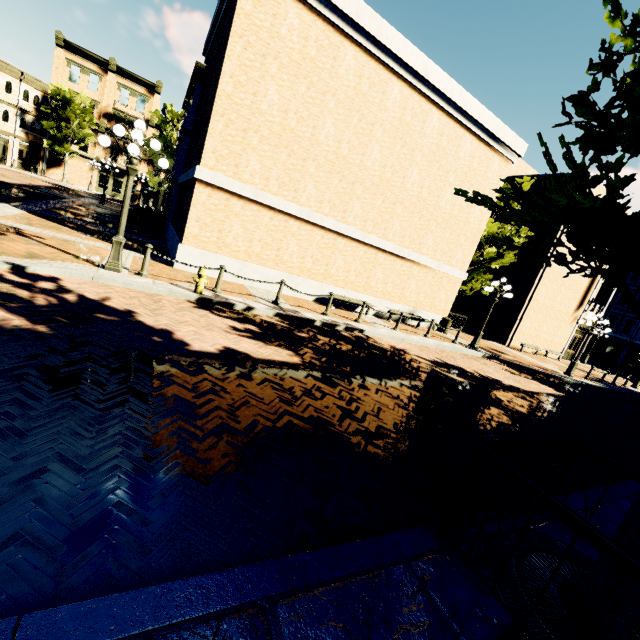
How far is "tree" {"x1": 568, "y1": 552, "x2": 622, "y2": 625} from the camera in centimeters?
257cm

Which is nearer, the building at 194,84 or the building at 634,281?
the building at 194,84

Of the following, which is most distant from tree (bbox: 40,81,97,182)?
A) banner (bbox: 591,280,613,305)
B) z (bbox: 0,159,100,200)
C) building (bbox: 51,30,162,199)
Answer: banner (bbox: 591,280,613,305)

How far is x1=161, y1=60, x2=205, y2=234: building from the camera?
18.03m

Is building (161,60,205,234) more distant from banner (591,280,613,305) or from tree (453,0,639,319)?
banner (591,280,613,305)

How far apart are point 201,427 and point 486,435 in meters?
5.3 m

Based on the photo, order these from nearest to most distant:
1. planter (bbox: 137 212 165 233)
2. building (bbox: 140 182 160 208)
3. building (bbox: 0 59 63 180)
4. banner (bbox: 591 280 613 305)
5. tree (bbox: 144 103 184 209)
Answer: planter (bbox: 137 212 165 233), banner (bbox: 591 280 613 305), tree (bbox: 144 103 184 209), building (bbox: 0 59 63 180), building (bbox: 140 182 160 208)

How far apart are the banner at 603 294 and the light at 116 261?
29.9 meters
